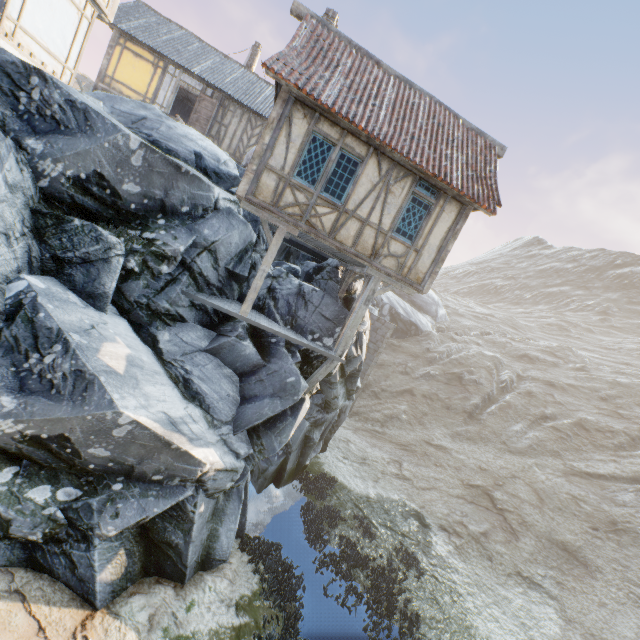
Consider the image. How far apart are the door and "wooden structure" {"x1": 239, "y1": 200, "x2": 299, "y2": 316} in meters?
12.4 m

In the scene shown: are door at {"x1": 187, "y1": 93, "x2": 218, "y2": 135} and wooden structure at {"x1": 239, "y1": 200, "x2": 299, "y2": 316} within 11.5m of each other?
no

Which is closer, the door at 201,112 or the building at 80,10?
the building at 80,10

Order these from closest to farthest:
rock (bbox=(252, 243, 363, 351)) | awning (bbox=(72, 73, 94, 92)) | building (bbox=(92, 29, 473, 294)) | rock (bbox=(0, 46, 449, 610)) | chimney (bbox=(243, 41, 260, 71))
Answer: rock (bbox=(0, 46, 449, 610)) → building (bbox=(92, 29, 473, 294)) → rock (bbox=(252, 243, 363, 351)) → awning (bbox=(72, 73, 94, 92)) → chimney (bbox=(243, 41, 260, 71))

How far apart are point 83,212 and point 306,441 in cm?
1128

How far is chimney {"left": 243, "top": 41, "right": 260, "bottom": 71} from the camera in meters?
23.5

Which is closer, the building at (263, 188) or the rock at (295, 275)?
the building at (263, 188)

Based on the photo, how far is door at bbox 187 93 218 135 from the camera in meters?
18.2 m
